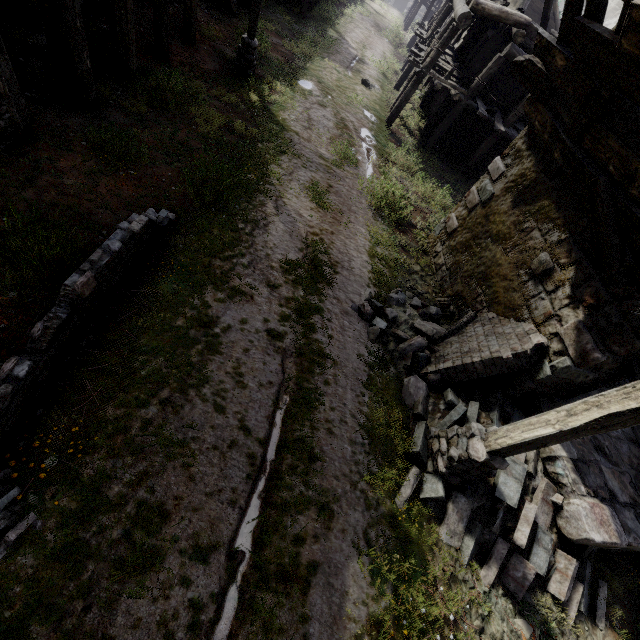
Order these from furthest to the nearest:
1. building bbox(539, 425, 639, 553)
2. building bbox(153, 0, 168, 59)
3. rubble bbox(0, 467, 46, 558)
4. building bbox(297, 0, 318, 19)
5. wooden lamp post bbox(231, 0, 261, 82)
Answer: building bbox(297, 0, 318, 19), wooden lamp post bbox(231, 0, 261, 82), building bbox(153, 0, 168, 59), building bbox(539, 425, 639, 553), rubble bbox(0, 467, 46, 558)

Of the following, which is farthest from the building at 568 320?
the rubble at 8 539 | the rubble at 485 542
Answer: the rubble at 8 539

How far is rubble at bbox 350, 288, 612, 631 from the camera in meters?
4.8

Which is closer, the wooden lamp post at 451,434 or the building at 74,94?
the wooden lamp post at 451,434

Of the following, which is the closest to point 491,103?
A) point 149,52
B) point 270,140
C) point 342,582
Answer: point 270,140

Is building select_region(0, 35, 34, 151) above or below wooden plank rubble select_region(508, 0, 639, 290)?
below

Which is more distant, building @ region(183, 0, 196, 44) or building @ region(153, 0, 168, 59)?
building @ region(183, 0, 196, 44)

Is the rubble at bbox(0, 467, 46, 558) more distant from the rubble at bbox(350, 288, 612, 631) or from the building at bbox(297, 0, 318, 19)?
the rubble at bbox(350, 288, 612, 631)
